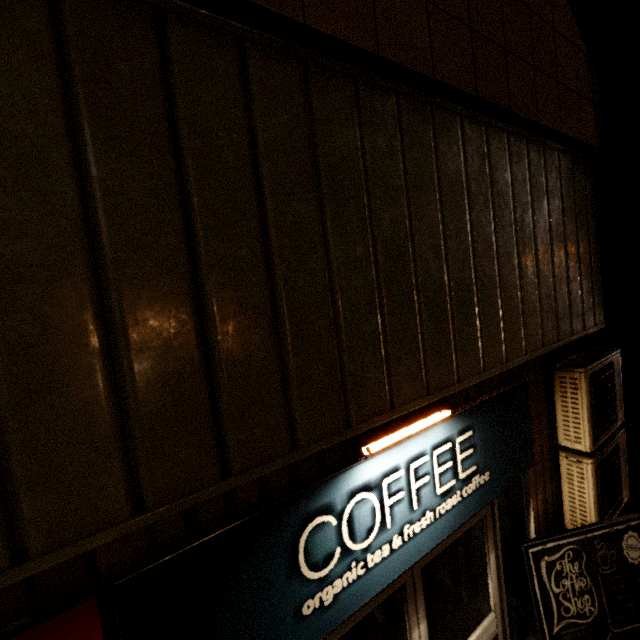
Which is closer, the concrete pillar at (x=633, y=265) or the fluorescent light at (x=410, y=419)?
the fluorescent light at (x=410, y=419)

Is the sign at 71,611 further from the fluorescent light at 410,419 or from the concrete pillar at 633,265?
the concrete pillar at 633,265

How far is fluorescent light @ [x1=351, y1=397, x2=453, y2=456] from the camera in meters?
1.6

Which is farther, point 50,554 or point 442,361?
point 442,361

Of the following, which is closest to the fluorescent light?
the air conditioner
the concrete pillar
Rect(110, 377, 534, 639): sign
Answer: Rect(110, 377, 534, 639): sign

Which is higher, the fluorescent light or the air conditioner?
the fluorescent light

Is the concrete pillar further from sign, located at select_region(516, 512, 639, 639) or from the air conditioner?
sign, located at select_region(516, 512, 639, 639)

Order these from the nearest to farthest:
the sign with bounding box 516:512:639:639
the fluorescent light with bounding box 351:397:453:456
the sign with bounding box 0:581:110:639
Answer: the sign with bounding box 0:581:110:639 < the fluorescent light with bounding box 351:397:453:456 < the sign with bounding box 516:512:639:639
